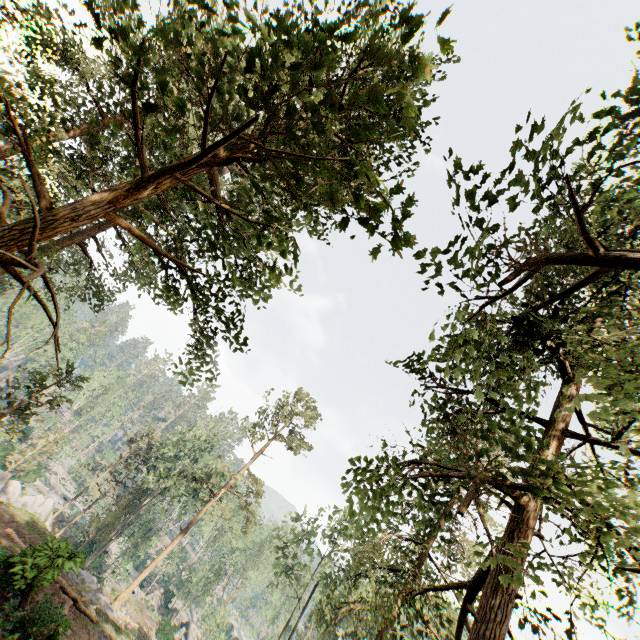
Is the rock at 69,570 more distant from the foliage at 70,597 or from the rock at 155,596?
the rock at 155,596

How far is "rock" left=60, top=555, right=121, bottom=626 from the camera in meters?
15.2

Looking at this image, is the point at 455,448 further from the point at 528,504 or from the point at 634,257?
the point at 634,257

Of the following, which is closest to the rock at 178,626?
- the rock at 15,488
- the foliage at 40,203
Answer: the foliage at 40,203

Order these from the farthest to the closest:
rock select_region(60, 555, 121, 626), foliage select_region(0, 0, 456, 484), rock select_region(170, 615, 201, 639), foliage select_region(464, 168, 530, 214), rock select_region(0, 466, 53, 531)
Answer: rock select_region(170, 615, 201, 639) < rock select_region(0, 466, 53, 531) < rock select_region(60, 555, 121, 626) < foliage select_region(464, 168, 530, 214) < foliage select_region(0, 0, 456, 484)

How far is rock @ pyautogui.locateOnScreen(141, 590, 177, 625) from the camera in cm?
3658

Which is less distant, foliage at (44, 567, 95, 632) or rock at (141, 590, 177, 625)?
foliage at (44, 567, 95, 632)

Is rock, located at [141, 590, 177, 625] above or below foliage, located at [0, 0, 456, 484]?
below
